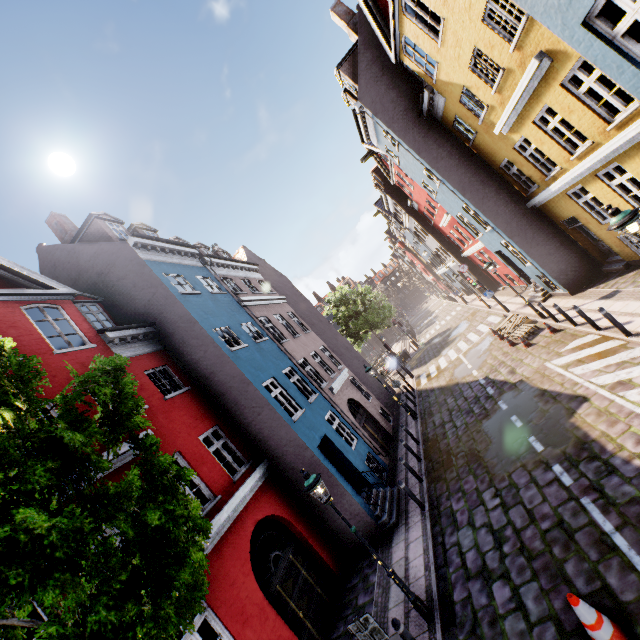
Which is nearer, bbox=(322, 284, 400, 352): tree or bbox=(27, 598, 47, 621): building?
bbox=(27, 598, 47, 621): building

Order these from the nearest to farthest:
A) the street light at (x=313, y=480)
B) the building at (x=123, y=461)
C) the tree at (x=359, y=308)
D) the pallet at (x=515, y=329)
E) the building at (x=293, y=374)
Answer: the street light at (x=313, y=480)
the building at (x=123, y=461)
the building at (x=293, y=374)
the pallet at (x=515, y=329)
the tree at (x=359, y=308)

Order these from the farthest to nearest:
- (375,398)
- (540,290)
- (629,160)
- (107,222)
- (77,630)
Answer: (375,398), (540,290), (107,222), (629,160), (77,630)

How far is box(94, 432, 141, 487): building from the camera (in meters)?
7.47

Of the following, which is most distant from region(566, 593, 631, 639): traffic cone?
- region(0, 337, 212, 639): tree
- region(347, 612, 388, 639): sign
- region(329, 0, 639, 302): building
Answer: region(329, 0, 639, 302): building

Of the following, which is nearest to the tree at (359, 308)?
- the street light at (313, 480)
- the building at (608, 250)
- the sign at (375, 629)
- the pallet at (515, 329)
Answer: the building at (608, 250)

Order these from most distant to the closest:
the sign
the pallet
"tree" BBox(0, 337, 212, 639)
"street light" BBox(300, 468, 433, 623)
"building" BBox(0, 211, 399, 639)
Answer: the pallet < "building" BBox(0, 211, 399, 639) < "street light" BBox(300, 468, 433, 623) < the sign < "tree" BBox(0, 337, 212, 639)

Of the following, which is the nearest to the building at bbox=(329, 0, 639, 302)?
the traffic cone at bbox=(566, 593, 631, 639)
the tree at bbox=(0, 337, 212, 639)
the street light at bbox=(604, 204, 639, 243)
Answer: the street light at bbox=(604, 204, 639, 243)
